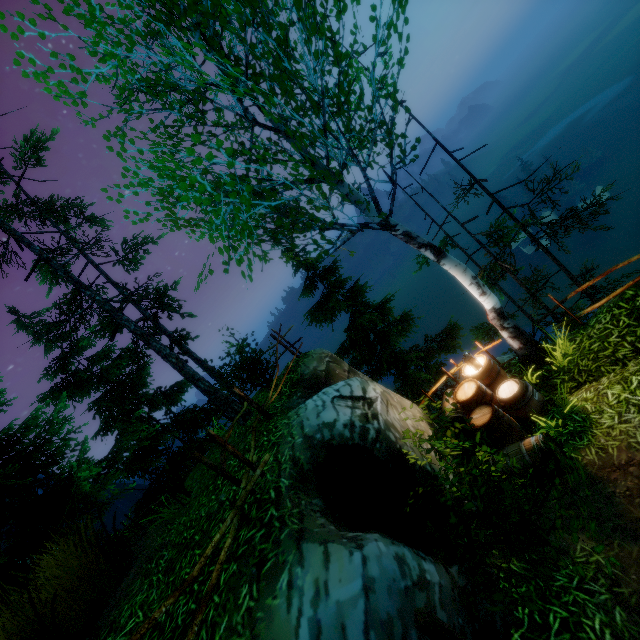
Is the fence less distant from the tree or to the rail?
the tree

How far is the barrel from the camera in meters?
5.2

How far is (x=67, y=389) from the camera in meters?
15.3

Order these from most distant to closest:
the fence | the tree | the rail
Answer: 1. the tree
2. the fence
3. the rail

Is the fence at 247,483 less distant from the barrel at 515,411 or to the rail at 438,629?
the rail at 438,629

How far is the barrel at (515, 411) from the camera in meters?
5.2 m

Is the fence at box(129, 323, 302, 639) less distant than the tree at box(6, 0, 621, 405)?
Yes
